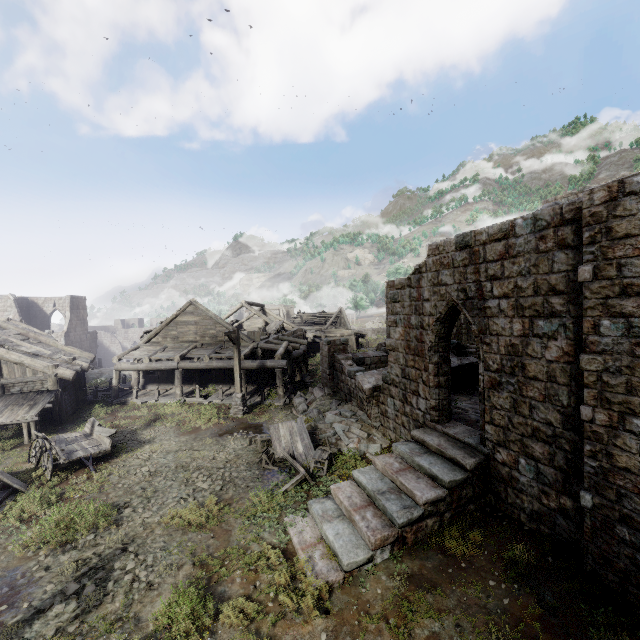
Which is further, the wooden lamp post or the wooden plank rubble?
the wooden plank rubble

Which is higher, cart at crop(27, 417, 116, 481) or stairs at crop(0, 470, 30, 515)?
cart at crop(27, 417, 116, 481)

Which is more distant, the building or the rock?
the rock

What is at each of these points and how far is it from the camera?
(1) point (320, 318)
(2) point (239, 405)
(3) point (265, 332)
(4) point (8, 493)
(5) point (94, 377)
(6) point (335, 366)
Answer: (1) wooden plank rubble, 50.25m
(2) wooden lamp post, 17.33m
(3) broken furniture, 25.64m
(4) stairs, 10.41m
(5) rock, 27.70m
(6) building, 18.20m

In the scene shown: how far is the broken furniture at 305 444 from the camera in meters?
10.6

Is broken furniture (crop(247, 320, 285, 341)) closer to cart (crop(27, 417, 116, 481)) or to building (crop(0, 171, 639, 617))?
building (crop(0, 171, 639, 617))

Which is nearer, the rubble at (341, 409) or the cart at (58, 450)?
the cart at (58, 450)

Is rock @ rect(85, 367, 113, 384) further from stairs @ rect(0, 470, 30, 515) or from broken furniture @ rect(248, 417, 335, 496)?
broken furniture @ rect(248, 417, 335, 496)
